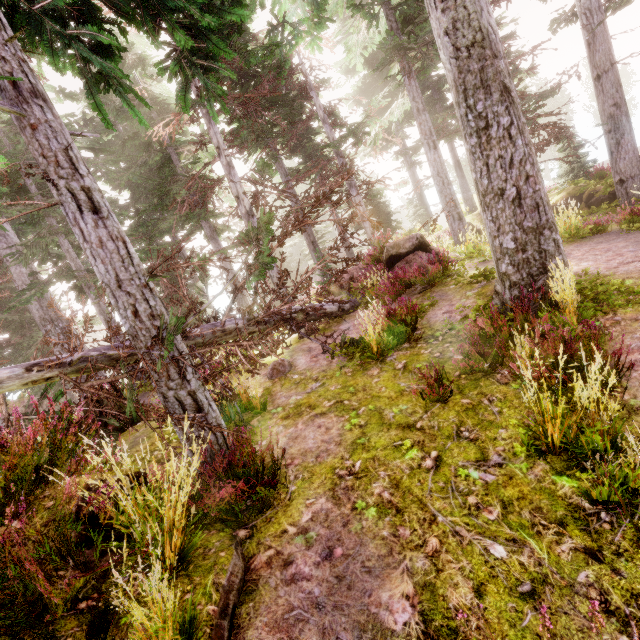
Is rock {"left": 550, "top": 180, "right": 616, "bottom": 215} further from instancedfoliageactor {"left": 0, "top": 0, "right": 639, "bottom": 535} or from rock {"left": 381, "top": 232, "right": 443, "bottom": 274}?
rock {"left": 381, "top": 232, "right": 443, "bottom": 274}

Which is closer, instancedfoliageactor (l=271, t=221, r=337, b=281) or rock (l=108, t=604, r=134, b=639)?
rock (l=108, t=604, r=134, b=639)

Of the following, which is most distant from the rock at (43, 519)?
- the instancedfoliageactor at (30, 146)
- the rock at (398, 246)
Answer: the rock at (398, 246)

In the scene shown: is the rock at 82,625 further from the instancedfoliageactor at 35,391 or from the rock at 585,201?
the rock at 585,201

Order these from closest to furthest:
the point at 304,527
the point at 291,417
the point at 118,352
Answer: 1. the point at 304,527
2. the point at 118,352
3. the point at 291,417

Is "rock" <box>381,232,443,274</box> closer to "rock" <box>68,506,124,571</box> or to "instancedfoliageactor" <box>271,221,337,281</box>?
"instancedfoliageactor" <box>271,221,337,281</box>

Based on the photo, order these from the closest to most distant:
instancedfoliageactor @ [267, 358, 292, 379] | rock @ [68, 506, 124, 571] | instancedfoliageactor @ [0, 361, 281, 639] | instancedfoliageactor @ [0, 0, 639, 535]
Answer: instancedfoliageactor @ [0, 361, 281, 639] → rock @ [68, 506, 124, 571] → instancedfoliageactor @ [0, 0, 639, 535] → instancedfoliageactor @ [267, 358, 292, 379]
